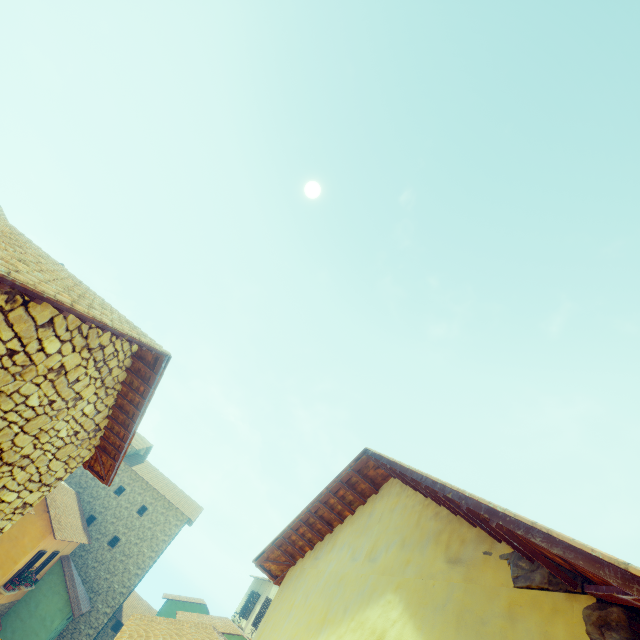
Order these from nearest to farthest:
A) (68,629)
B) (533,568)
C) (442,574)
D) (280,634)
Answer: (533,568), (442,574), (280,634), (68,629)
